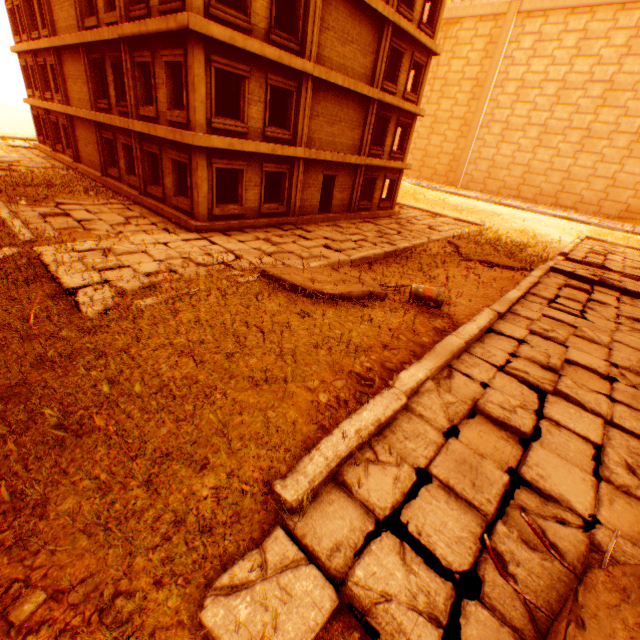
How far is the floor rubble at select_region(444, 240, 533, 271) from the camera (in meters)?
14.20

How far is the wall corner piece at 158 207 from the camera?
13.0m

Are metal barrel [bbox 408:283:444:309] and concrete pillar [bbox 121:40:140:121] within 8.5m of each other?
no

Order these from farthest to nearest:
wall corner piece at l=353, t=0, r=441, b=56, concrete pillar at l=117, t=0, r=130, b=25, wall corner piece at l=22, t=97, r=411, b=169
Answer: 1. wall corner piece at l=353, t=0, r=441, b=56
2. concrete pillar at l=117, t=0, r=130, b=25
3. wall corner piece at l=22, t=97, r=411, b=169

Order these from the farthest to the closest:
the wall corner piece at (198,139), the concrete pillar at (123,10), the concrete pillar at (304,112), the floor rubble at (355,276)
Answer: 1. the concrete pillar at (304,112)
2. the concrete pillar at (123,10)
3. the wall corner piece at (198,139)
4. the floor rubble at (355,276)

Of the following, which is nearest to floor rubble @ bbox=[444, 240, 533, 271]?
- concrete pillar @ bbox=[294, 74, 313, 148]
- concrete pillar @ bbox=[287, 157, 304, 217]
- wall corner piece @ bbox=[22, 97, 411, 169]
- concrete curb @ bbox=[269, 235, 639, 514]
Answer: concrete curb @ bbox=[269, 235, 639, 514]

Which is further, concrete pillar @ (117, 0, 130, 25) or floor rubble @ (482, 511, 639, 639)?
concrete pillar @ (117, 0, 130, 25)

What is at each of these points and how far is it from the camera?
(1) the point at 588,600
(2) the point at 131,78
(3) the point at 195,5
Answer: (1) floor rubble, 2.5m
(2) concrete pillar, 13.1m
(3) concrete pillar, 9.7m
